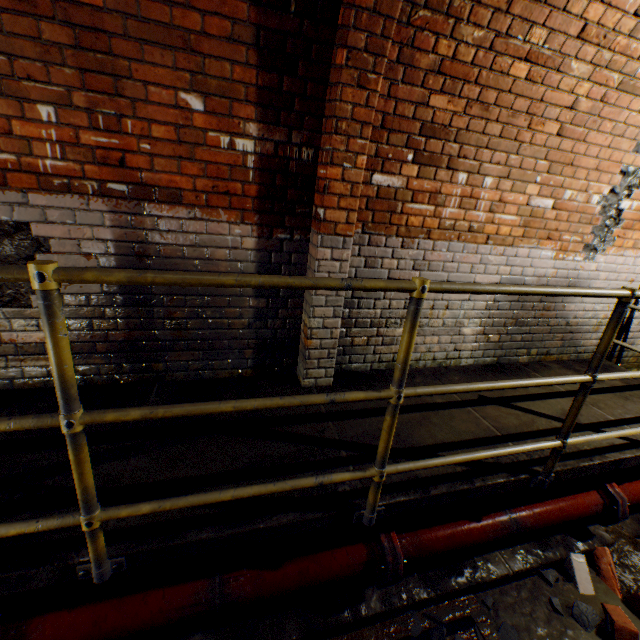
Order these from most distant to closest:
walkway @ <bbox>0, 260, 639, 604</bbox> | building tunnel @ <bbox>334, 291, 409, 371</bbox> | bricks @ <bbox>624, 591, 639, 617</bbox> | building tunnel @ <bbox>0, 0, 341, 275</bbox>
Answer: building tunnel @ <bbox>334, 291, 409, 371</bbox> < bricks @ <bbox>624, 591, 639, 617</bbox> < building tunnel @ <bbox>0, 0, 341, 275</bbox> < walkway @ <bbox>0, 260, 639, 604</bbox>

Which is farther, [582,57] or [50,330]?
[582,57]

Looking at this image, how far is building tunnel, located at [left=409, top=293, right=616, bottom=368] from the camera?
3.2m

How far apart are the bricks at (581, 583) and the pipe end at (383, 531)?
1.52m

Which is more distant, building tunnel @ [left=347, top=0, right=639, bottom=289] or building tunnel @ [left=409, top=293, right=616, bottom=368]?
building tunnel @ [left=409, top=293, right=616, bottom=368]

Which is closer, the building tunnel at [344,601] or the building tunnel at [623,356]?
the building tunnel at [344,601]

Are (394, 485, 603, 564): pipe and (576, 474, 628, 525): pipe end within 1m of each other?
yes

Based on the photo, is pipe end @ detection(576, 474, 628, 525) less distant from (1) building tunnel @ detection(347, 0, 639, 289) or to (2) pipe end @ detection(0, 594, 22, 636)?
(1) building tunnel @ detection(347, 0, 639, 289)
